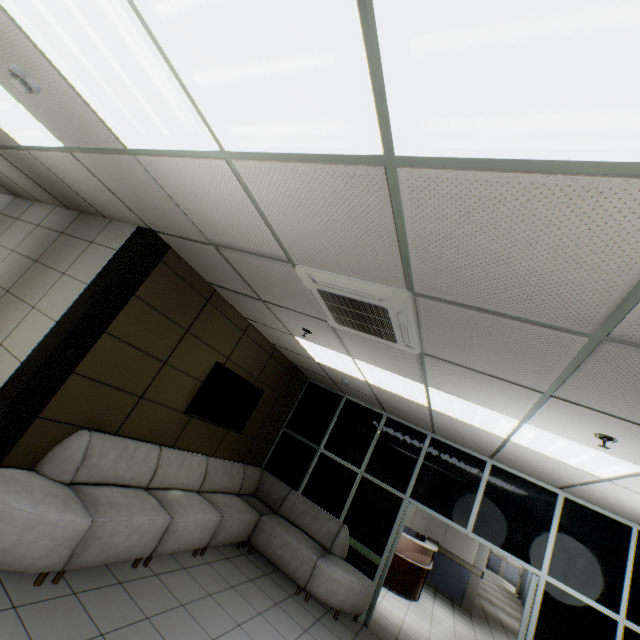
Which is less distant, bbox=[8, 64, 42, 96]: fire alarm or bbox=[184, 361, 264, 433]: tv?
bbox=[8, 64, 42, 96]: fire alarm

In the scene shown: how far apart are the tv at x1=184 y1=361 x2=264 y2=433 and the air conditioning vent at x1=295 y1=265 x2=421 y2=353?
2.26m

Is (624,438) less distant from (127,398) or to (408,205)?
(408,205)

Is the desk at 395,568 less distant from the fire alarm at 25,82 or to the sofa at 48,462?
the sofa at 48,462

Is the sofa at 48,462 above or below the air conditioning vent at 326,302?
below

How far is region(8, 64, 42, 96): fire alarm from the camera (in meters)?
2.02

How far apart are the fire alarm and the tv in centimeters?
349cm

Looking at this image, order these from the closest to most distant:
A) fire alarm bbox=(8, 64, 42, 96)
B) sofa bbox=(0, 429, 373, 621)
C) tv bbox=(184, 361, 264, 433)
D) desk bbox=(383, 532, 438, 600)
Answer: fire alarm bbox=(8, 64, 42, 96), sofa bbox=(0, 429, 373, 621), tv bbox=(184, 361, 264, 433), desk bbox=(383, 532, 438, 600)
